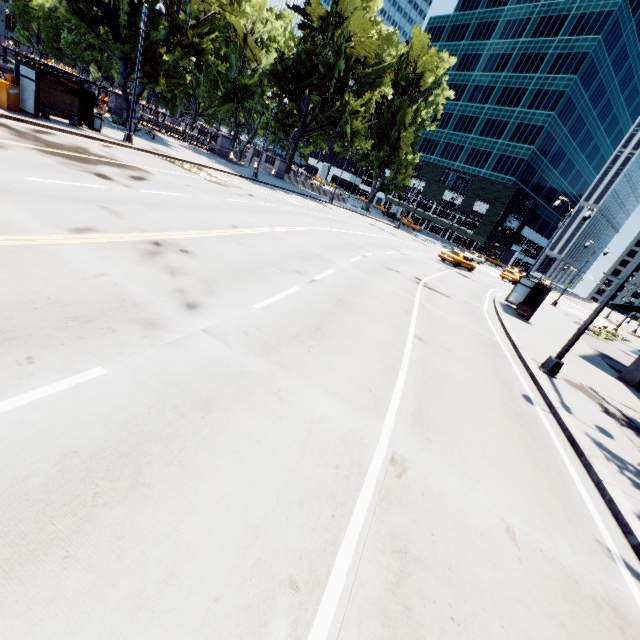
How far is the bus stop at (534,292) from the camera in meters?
18.9 m

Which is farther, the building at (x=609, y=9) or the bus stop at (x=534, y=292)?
the building at (x=609, y=9)

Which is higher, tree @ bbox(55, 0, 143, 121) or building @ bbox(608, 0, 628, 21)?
building @ bbox(608, 0, 628, 21)

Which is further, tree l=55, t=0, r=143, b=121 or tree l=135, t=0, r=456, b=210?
tree l=135, t=0, r=456, b=210

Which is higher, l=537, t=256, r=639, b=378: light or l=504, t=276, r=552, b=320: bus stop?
l=504, t=276, r=552, b=320: bus stop

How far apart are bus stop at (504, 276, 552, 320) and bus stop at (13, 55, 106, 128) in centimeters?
2548cm

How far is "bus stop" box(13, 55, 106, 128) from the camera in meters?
14.6 m

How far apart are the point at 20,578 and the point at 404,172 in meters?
60.4 m
